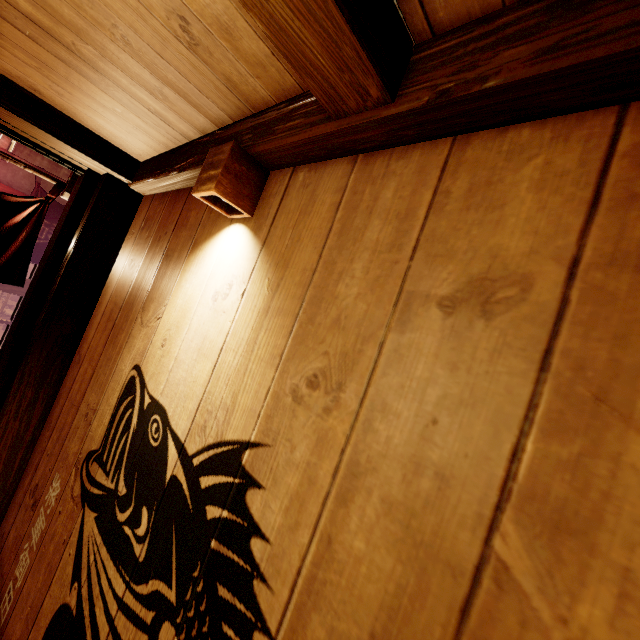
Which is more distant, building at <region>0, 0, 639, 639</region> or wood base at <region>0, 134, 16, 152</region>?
wood base at <region>0, 134, 16, 152</region>

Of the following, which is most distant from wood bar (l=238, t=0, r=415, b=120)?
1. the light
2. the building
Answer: the light

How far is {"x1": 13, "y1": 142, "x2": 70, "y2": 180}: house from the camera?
9.6m

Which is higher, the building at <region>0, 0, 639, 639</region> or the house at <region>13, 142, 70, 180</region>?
the house at <region>13, 142, 70, 180</region>

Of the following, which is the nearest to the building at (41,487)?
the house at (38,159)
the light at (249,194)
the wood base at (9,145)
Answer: the light at (249,194)

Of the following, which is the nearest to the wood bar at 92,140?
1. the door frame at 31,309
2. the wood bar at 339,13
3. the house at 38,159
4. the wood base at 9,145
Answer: the door frame at 31,309

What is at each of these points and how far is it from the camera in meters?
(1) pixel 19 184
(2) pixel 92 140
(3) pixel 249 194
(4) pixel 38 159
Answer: (1) house, 9.7 m
(2) wood bar, 2.7 m
(3) light, 1.7 m
(4) house, 9.9 m

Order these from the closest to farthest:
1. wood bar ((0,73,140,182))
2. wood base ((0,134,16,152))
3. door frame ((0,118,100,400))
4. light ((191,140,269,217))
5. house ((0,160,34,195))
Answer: light ((191,140,269,217)), wood bar ((0,73,140,182)), door frame ((0,118,100,400)), wood base ((0,134,16,152)), house ((0,160,34,195))
